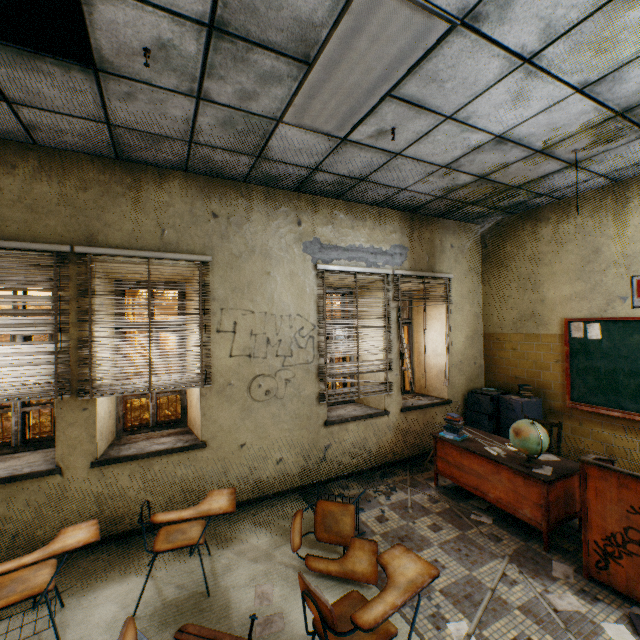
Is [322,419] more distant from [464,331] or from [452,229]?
[452,229]

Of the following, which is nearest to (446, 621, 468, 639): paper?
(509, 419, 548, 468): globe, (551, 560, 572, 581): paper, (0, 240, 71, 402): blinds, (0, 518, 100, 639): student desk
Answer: (551, 560, 572, 581): paper

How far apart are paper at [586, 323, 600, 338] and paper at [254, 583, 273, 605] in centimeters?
495cm

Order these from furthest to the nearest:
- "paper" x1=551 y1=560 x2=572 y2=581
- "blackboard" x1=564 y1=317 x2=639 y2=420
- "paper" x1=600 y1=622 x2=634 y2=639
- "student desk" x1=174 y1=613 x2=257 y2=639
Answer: "blackboard" x1=564 y1=317 x2=639 y2=420 < "paper" x1=551 y1=560 x2=572 y2=581 < "paper" x1=600 y1=622 x2=634 y2=639 < "student desk" x1=174 y1=613 x2=257 y2=639

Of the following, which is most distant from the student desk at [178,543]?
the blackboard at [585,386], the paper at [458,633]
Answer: the blackboard at [585,386]

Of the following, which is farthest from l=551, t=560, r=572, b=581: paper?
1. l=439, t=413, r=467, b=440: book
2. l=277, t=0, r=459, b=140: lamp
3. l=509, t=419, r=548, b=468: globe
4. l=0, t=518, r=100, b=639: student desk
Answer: l=277, t=0, r=459, b=140: lamp

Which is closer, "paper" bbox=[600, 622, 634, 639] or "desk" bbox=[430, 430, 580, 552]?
"paper" bbox=[600, 622, 634, 639]

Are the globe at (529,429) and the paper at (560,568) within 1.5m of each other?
yes
